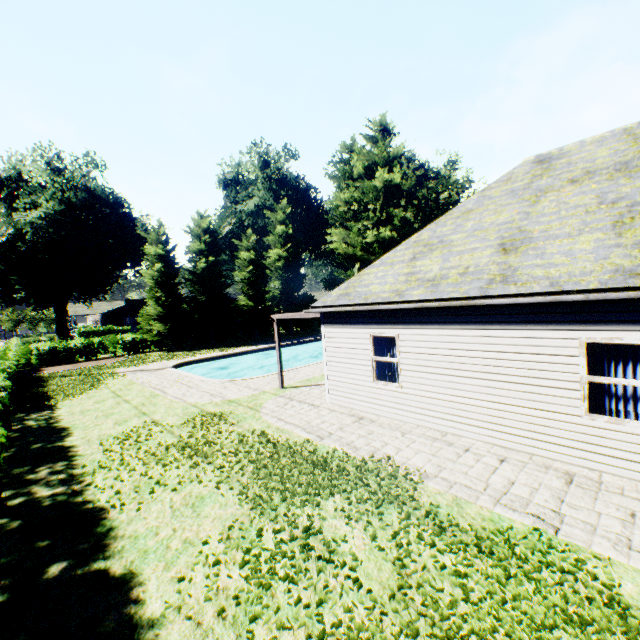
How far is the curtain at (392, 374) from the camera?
9.54m

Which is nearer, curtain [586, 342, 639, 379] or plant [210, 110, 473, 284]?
curtain [586, 342, 639, 379]

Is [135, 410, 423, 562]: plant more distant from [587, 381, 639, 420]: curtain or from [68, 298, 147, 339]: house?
[587, 381, 639, 420]: curtain

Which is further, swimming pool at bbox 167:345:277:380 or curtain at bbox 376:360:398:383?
swimming pool at bbox 167:345:277:380

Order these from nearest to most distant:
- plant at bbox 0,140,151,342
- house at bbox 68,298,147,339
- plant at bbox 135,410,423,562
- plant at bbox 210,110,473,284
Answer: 1. plant at bbox 135,410,423,562
2. plant at bbox 0,140,151,342
3. plant at bbox 210,110,473,284
4. house at bbox 68,298,147,339

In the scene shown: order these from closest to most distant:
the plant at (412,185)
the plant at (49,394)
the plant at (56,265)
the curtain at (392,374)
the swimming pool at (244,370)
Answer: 1. the curtain at (392,374)
2. the plant at (49,394)
3. the swimming pool at (244,370)
4. the plant at (56,265)
5. the plant at (412,185)

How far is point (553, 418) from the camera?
6.5 meters

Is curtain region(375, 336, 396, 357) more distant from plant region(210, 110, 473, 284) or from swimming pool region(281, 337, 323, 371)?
plant region(210, 110, 473, 284)
